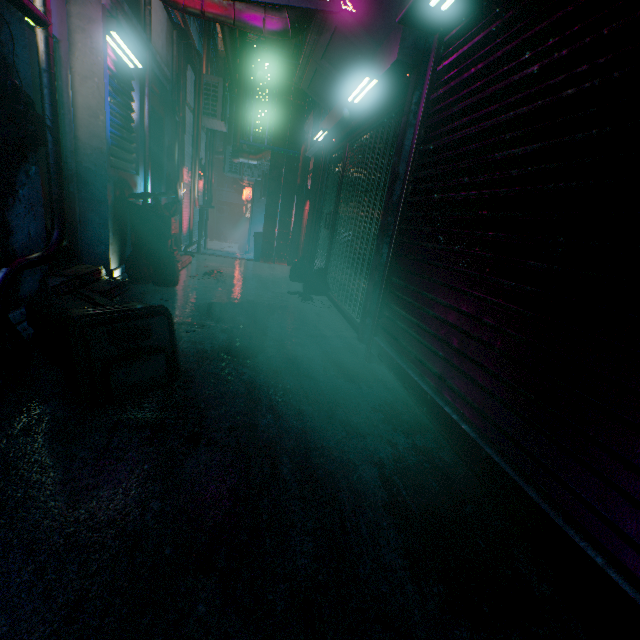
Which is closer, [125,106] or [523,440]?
[523,440]

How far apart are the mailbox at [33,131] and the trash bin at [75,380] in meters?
1.0 m

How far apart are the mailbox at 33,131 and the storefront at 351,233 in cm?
273

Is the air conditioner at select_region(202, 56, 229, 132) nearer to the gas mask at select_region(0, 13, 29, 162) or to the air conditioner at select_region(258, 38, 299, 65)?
the air conditioner at select_region(258, 38, 299, 65)

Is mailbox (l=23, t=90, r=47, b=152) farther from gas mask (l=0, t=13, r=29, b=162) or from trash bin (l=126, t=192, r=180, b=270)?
trash bin (l=126, t=192, r=180, b=270)

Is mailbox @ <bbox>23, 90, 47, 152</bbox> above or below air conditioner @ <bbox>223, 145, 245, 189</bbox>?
below

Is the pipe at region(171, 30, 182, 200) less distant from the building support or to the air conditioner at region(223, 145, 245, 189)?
the building support

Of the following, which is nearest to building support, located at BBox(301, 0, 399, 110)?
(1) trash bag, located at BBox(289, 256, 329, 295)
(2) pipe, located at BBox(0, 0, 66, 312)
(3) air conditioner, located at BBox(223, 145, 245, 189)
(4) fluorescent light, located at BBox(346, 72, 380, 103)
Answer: (4) fluorescent light, located at BBox(346, 72, 380, 103)
